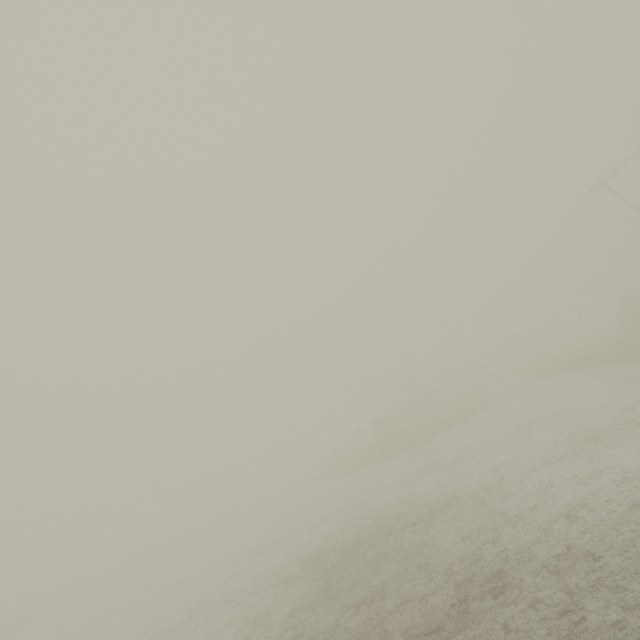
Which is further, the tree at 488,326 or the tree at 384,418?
the tree at 488,326

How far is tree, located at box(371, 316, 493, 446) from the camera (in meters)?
28.70

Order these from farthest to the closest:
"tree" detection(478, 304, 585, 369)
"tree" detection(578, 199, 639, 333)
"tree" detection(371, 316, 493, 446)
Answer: "tree" detection(478, 304, 585, 369) < "tree" detection(371, 316, 493, 446) < "tree" detection(578, 199, 639, 333)

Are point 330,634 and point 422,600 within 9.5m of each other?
yes

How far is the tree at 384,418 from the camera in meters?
28.7 m

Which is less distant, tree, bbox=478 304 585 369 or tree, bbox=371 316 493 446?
tree, bbox=371 316 493 446
